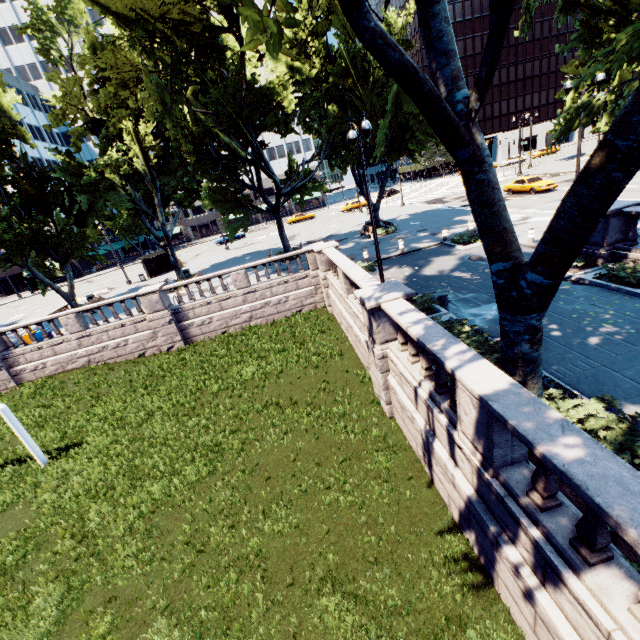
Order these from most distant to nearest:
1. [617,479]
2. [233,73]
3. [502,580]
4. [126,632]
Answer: [233,73], [126,632], [502,580], [617,479]

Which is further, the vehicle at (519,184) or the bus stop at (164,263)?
the bus stop at (164,263)

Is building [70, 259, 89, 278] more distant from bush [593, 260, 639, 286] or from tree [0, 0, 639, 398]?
bush [593, 260, 639, 286]

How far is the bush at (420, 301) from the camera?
12.5 meters

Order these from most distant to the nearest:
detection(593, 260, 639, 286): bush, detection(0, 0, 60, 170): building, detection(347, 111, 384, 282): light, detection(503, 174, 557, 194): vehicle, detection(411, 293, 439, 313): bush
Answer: detection(0, 0, 60, 170): building, detection(503, 174, 557, 194): vehicle, detection(411, 293, 439, 313): bush, detection(347, 111, 384, 282): light, detection(593, 260, 639, 286): bush

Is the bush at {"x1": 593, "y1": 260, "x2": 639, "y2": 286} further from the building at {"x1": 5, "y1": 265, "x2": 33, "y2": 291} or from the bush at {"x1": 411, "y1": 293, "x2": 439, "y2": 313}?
the building at {"x1": 5, "y1": 265, "x2": 33, "y2": 291}

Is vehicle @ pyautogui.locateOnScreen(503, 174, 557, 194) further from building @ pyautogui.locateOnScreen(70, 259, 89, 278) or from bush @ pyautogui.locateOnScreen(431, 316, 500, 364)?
building @ pyautogui.locateOnScreen(70, 259, 89, 278)

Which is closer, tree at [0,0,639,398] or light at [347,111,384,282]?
tree at [0,0,639,398]
